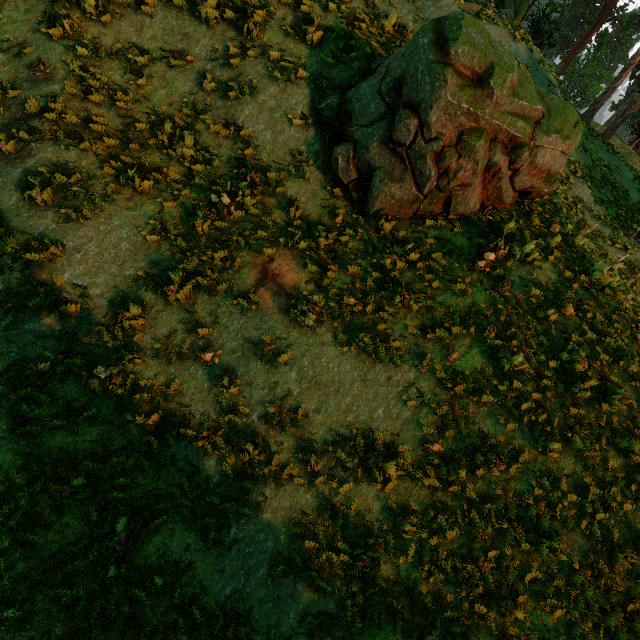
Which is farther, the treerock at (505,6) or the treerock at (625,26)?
the treerock at (505,6)

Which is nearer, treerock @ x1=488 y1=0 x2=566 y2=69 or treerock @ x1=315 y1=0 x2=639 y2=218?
treerock @ x1=315 y1=0 x2=639 y2=218

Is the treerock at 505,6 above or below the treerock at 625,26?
above

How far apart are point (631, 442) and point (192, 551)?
9.3 meters

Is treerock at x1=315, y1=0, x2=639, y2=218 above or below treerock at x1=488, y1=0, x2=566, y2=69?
below
